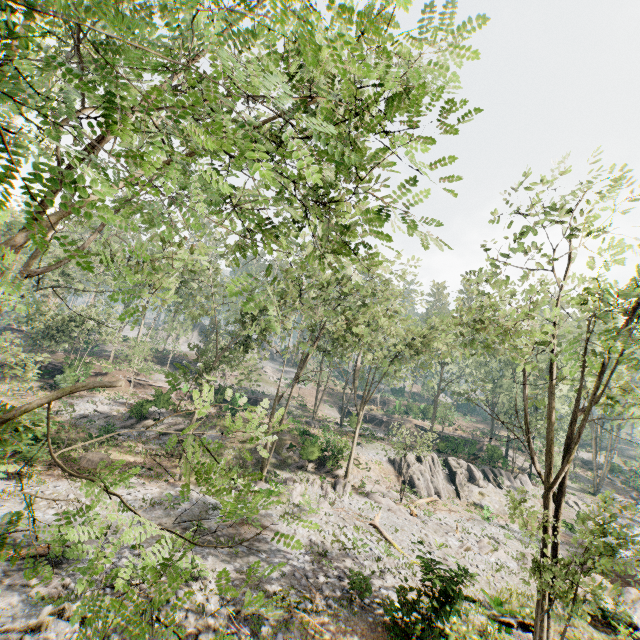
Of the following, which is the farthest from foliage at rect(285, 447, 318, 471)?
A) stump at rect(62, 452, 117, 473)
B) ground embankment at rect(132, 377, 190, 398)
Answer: stump at rect(62, 452, 117, 473)

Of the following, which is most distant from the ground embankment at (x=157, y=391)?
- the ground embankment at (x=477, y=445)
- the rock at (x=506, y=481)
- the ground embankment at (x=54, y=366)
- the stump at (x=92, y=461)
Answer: the ground embankment at (x=477, y=445)

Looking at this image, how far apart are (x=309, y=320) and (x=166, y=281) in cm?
1208

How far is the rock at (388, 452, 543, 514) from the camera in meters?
31.4 m

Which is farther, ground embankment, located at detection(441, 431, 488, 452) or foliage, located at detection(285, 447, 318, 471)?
ground embankment, located at detection(441, 431, 488, 452)

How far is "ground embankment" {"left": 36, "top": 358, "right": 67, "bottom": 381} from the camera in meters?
32.7

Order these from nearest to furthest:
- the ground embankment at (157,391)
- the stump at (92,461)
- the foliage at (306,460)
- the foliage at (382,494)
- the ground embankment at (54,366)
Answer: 1. the stump at (92,461)
2. the foliage at (382,494)
3. the foliage at (306,460)
4. the ground embankment at (157,391)
5. the ground embankment at (54,366)

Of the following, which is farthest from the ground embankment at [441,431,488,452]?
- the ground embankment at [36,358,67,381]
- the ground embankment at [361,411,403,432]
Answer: the ground embankment at [36,358,67,381]
